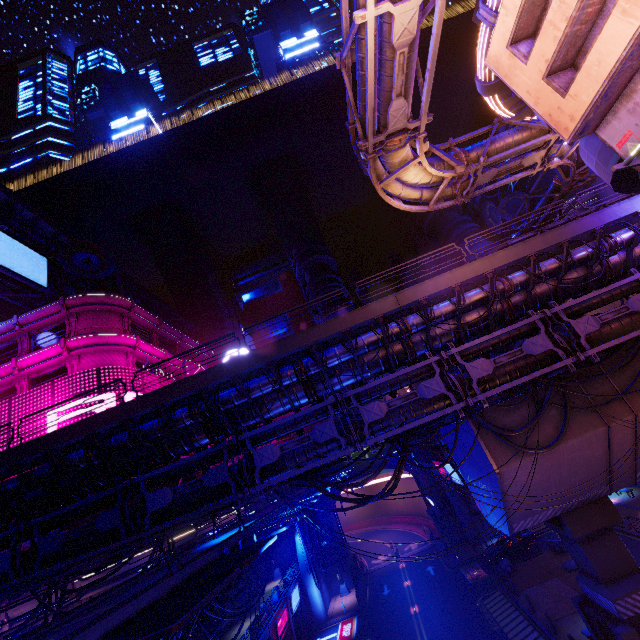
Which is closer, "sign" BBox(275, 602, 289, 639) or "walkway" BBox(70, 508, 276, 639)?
"walkway" BBox(70, 508, 276, 639)

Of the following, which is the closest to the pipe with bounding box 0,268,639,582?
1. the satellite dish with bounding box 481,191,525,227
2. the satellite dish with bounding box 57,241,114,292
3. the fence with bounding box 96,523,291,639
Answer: the fence with bounding box 96,523,291,639

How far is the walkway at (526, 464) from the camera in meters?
15.3

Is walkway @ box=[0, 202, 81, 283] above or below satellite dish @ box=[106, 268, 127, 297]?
above

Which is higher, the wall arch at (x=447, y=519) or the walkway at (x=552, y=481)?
the walkway at (x=552, y=481)

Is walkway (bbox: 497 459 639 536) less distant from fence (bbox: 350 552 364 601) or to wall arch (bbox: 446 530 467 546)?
wall arch (bbox: 446 530 467 546)

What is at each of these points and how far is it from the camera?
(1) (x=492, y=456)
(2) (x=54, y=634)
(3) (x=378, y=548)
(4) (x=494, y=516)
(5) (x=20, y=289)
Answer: (1) walkway, 15.5m
(2) walkway, 8.1m
(3) tunnel, 52.3m
(4) walkway, 18.2m
(5) pipe, 32.1m

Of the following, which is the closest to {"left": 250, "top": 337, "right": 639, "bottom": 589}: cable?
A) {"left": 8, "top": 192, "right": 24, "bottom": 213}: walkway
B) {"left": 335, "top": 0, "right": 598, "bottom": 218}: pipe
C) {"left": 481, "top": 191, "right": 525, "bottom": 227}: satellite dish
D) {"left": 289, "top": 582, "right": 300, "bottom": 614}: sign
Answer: {"left": 335, "top": 0, "right": 598, "bottom": 218}: pipe
